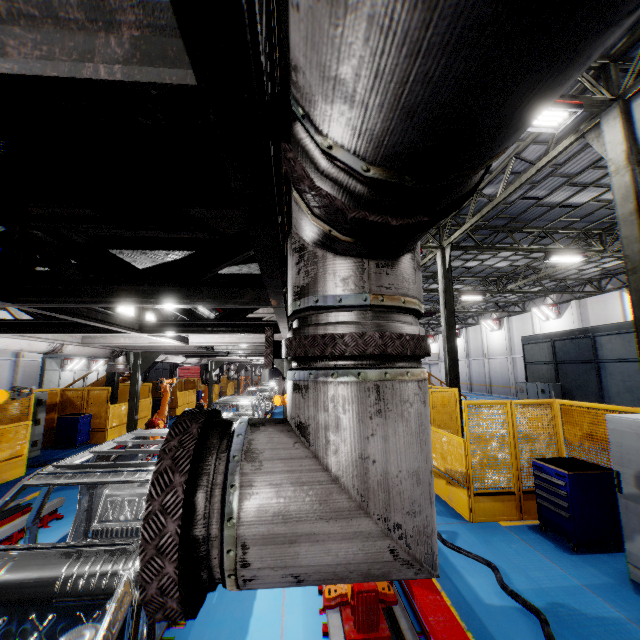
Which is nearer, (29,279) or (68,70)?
(68,70)

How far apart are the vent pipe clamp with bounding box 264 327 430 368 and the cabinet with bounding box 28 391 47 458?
12.91m

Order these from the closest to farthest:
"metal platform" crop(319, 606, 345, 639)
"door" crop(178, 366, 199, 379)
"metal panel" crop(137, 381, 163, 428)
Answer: "metal platform" crop(319, 606, 345, 639), "metal panel" crop(137, 381, 163, 428), "door" crop(178, 366, 199, 379)

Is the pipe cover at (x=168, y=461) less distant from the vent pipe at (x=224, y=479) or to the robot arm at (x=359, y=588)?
the vent pipe at (x=224, y=479)

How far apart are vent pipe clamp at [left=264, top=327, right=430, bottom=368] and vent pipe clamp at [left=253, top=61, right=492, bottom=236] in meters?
0.3

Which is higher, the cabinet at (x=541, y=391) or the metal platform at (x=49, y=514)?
the cabinet at (x=541, y=391)

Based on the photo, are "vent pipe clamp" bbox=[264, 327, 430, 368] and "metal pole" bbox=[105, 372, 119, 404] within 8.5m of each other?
no

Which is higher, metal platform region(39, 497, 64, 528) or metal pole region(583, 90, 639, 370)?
metal pole region(583, 90, 639, 370)
